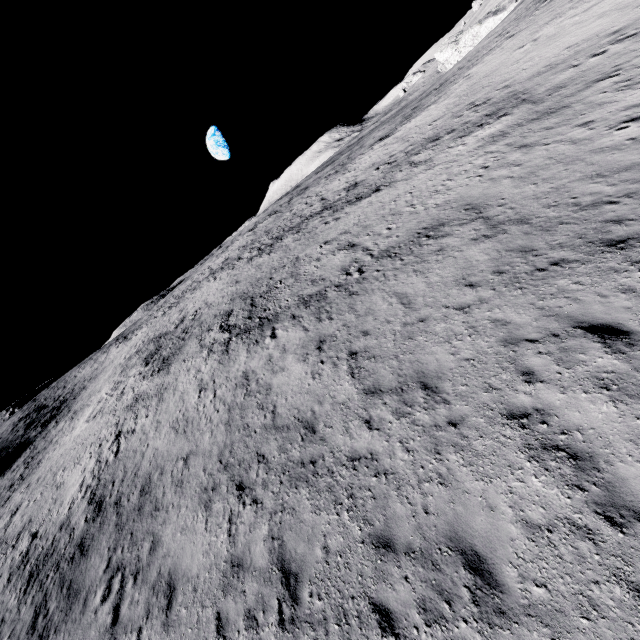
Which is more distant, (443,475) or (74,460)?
(74,460)
